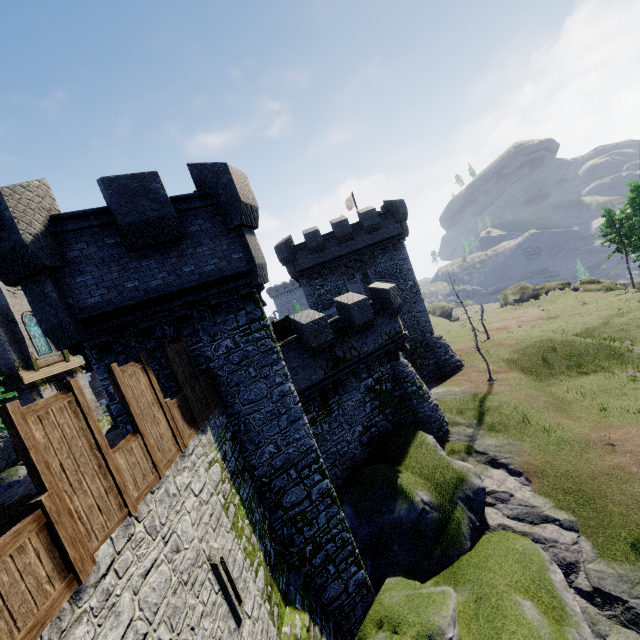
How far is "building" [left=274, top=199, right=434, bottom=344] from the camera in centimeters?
2709cm

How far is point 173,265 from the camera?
8.9 meters

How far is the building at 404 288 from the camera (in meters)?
27.09

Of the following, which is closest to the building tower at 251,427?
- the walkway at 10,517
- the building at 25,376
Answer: the walkway at 10,517

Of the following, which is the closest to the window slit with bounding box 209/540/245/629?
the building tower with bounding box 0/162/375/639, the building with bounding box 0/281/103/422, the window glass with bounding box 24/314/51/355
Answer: the building tower with bounding box 0/162/375/639

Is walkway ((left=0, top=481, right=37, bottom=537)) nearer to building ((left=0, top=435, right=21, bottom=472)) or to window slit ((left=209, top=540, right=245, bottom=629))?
window slit ((left=209, top=540, right=245, bottom=629))

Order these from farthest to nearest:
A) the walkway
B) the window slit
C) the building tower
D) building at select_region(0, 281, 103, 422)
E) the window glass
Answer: the window glass → building at select_region(0, 281, 103, 422) → the building tower → the walkway → the window slit

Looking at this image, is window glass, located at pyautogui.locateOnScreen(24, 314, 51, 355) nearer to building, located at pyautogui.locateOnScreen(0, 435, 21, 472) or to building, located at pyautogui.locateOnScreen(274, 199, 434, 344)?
building, located at pyautogui.locateOnScreen(0, 435, 21, 472)
